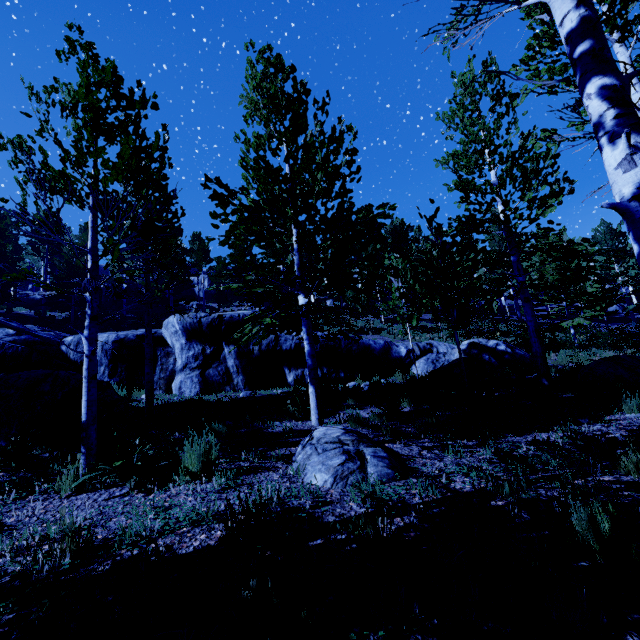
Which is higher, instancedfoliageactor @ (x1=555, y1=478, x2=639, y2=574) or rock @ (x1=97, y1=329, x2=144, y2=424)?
rock @ (x1=97, y1=329, x2=144, y2=424)

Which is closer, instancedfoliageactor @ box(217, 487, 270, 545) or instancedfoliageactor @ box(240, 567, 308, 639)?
instancedfoliageactor @ box(240, 567, 308, 639)

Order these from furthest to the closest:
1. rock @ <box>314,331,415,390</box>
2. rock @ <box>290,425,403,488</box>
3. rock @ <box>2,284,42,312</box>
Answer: rock @ <box>2,284,42,312</box>
rock @ <box>314,331,415,390</box>
rock @ <box>290,425,403,488</box>

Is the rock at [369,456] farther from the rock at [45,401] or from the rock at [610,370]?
the rock at [610,370]

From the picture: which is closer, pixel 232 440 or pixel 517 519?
pixel 517 519

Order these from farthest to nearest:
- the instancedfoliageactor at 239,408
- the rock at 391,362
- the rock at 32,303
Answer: the rock at 32,303 < the rock at 391,362 < the instancedfoliageactor at 239,408

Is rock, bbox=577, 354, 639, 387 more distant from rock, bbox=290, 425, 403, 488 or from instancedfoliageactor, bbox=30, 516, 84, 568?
rock, bbox=290, 425, 403, 488

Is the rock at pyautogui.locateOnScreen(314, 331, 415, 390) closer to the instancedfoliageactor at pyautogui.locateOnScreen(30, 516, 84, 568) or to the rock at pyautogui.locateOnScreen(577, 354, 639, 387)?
the instancedfoliageactor at pyautogui.locateOnScreen(30, 516, 84, 568)
